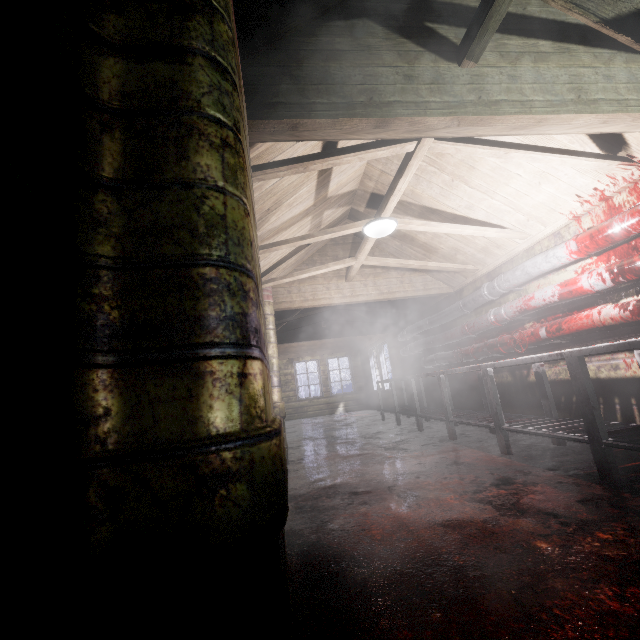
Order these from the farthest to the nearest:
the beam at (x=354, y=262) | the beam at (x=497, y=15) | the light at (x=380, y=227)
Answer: the beam at (x=354, y=262) → the light at (x=380, y=227) → the beam at (x=497, y=15)

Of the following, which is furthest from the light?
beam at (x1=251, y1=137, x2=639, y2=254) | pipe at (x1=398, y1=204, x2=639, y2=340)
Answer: pipe at (x1=398, y1=204, x2=639, y2=340)

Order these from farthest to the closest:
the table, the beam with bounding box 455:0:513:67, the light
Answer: the light, the table, the beam with bounding box 455:0:513:67

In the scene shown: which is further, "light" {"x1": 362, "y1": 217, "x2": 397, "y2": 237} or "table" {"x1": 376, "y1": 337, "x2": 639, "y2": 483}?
"light" {"x1": 362, "y1": 217, "x2": 397, "y2": 237}

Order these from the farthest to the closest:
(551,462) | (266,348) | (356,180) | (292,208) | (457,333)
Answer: (457,333)
(356,180)
(292,208)
(551,462)
(266,348)

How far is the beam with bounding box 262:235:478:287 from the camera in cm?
383

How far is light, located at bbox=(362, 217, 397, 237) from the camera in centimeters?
300cm

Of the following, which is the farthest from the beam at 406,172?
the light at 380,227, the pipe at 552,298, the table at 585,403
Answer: the table at 585,403
